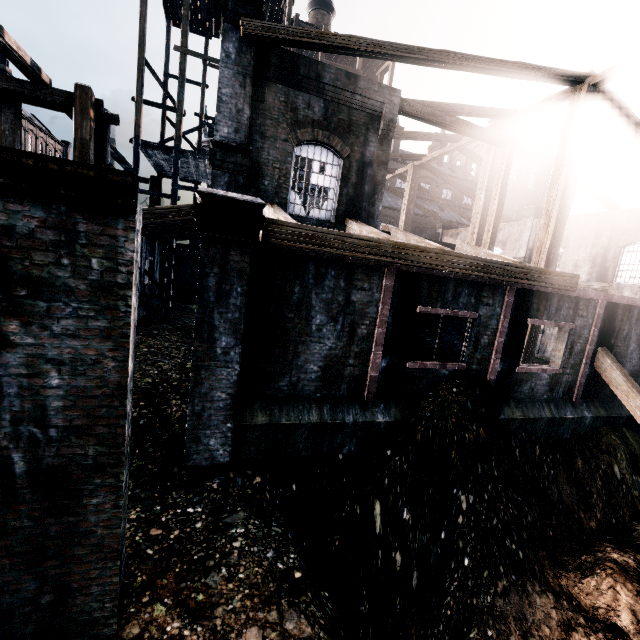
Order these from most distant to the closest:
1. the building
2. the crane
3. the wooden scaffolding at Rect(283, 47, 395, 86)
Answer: the crane → the wooden scaffolding at Rect(283, 47, 395, 86) → the building

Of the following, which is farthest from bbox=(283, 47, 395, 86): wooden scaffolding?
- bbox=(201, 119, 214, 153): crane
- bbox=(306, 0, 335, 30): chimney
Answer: bbox=(306, 0, 335, 30): chimney

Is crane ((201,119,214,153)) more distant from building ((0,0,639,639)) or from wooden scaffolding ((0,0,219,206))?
wooden scaffolding ((0,0,219,206))

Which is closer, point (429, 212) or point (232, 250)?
point (232, 250)

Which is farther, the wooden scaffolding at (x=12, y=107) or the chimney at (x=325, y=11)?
the chimney at (x=325, y=11)

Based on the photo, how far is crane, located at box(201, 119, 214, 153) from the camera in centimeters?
3301cm

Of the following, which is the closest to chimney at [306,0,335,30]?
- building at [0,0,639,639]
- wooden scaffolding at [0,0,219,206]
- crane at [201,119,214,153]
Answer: building at [0,0,639,639]
